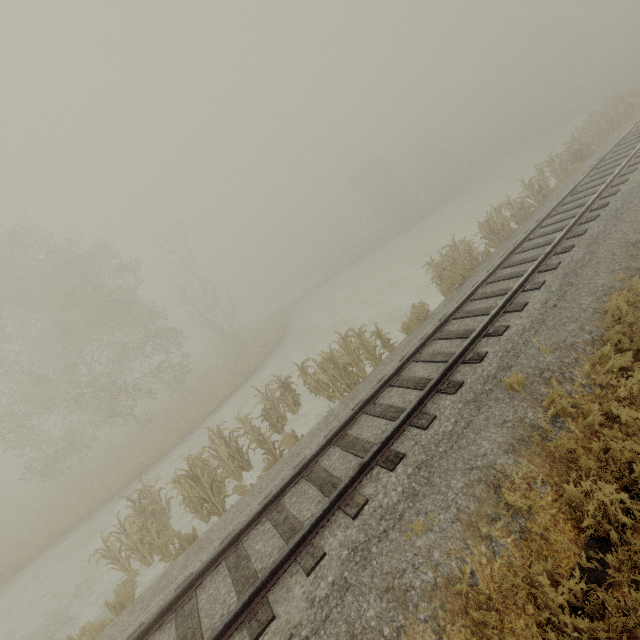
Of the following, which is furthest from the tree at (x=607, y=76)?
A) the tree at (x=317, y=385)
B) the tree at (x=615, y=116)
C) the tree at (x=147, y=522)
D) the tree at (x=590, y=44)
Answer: the tree at (x=147, y=522)

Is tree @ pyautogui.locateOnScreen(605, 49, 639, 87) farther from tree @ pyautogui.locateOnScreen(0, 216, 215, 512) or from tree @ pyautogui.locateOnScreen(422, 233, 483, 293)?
tree @ pyautogui.locateOnScreen(0, 216, 215, 512)

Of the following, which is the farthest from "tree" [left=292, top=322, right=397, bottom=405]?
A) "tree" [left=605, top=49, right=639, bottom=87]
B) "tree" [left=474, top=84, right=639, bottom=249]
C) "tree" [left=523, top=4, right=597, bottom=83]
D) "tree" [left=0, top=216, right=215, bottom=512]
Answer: "tree" [left=523, top=4, right=597, bottom=83]

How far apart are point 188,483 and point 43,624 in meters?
6.8

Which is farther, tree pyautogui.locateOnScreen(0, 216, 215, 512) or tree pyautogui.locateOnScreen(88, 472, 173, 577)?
tree pyautogui.locateOnScreen(0, 216, 215, 512)

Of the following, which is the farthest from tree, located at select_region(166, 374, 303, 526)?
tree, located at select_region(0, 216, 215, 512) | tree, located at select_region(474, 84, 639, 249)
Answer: tree, located at select_region(474, 84, 639, 249)

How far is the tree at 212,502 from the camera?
8.4 meters

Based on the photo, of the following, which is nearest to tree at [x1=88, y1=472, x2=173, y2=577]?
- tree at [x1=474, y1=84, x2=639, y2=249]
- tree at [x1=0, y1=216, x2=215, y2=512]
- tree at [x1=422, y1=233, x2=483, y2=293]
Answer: tree at [x1=0, y1=216, x2=215, y2=512]
